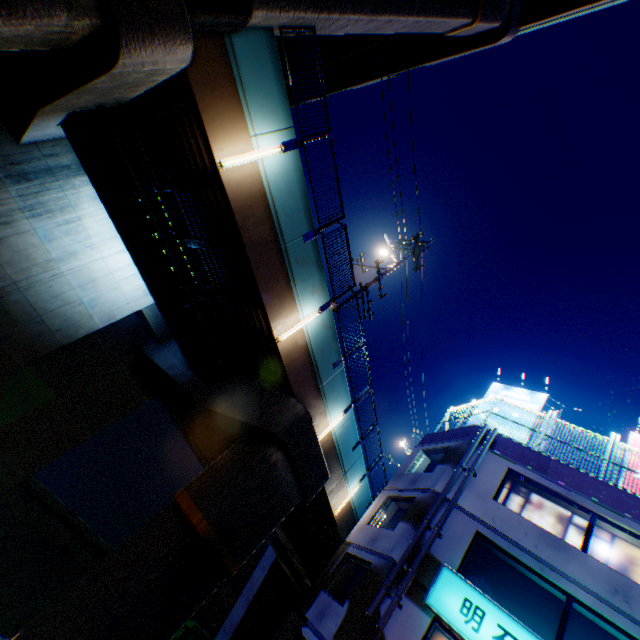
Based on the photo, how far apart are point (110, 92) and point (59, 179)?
7.51m

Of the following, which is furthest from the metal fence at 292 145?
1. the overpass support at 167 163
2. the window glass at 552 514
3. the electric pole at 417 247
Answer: the window glass at 552 514

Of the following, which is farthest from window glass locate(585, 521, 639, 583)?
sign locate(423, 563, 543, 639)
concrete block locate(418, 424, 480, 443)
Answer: sign locate(423, 563, 543, 639)

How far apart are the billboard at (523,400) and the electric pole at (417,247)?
7.88m

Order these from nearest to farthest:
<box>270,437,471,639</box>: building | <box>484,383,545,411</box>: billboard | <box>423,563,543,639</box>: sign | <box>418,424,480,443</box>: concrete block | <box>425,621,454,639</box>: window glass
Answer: <box>423,563,543,639</box>: sign < <box>425,621,454,639</box>: window glass < <box>270,437,471,639</box>: building < <box>418,424,480,443</box>: concrete block < <box>484,383,545,411</box>: billboard

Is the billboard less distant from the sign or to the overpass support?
the overpass support

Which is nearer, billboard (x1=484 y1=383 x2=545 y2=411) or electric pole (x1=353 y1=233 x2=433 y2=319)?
electric pole (x1=353 y1=233 x2=433 y2=319)

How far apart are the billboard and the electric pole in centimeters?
788cm
